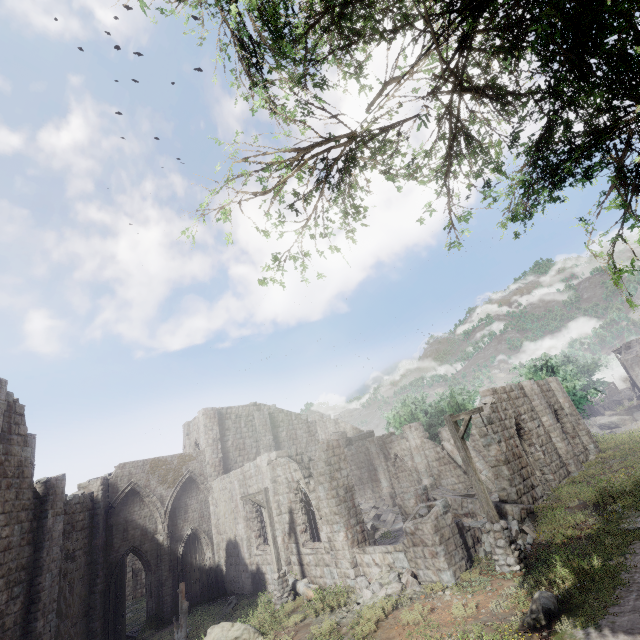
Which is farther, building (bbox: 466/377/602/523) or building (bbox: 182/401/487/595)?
building (bbox: 466/377/602/523)

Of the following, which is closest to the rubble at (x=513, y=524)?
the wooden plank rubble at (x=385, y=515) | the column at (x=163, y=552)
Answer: the wooden plank rubble at (x=385, y=515)

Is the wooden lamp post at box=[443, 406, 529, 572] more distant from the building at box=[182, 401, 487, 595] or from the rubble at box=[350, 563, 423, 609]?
the rubble at box=[350, 563, 423, 609]

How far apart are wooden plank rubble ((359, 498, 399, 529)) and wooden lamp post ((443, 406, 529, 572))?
11.63m

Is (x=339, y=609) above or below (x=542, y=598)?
below

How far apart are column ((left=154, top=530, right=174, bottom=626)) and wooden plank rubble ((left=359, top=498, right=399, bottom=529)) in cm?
1277

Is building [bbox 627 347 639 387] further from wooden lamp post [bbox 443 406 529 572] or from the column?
the column

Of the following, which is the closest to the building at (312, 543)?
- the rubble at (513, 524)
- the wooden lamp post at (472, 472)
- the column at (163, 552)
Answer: the rubble at (513, 524)
